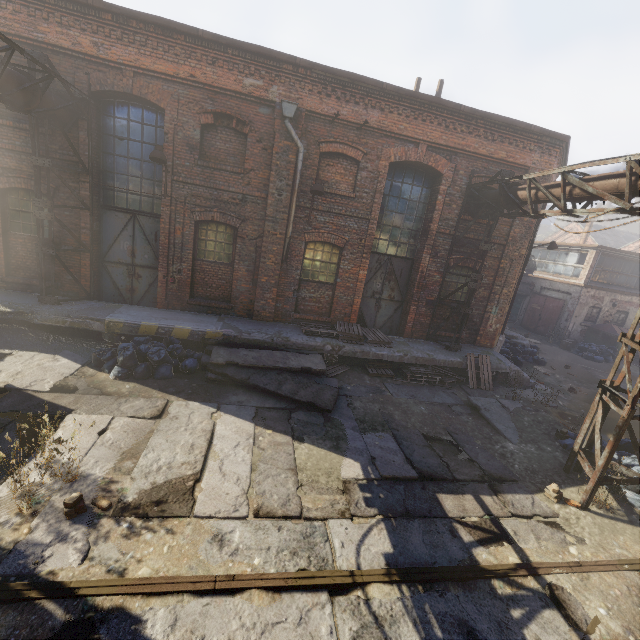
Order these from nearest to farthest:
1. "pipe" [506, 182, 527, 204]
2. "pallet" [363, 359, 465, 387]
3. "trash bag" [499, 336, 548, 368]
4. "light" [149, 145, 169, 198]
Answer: "light" [149, 145, 169, 198], "pipe" [506, 182, 527, 204], "pallet" [363, 359, 465, 387], "trash bag" [499, 336, 548, 368]

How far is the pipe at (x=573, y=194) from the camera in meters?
7.0

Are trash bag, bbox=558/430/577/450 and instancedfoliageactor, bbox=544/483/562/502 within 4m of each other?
yes

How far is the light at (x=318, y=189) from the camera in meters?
9.0 m

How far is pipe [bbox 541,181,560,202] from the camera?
7.7 meters

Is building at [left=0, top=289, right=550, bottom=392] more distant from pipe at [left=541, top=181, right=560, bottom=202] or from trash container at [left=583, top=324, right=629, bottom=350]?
trash container at [left=583, top=324, right=629, bottom=350]

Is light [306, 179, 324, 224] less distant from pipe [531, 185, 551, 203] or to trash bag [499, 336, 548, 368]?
pipe [531, 185, 551, 203]

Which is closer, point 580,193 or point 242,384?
point 580,193
